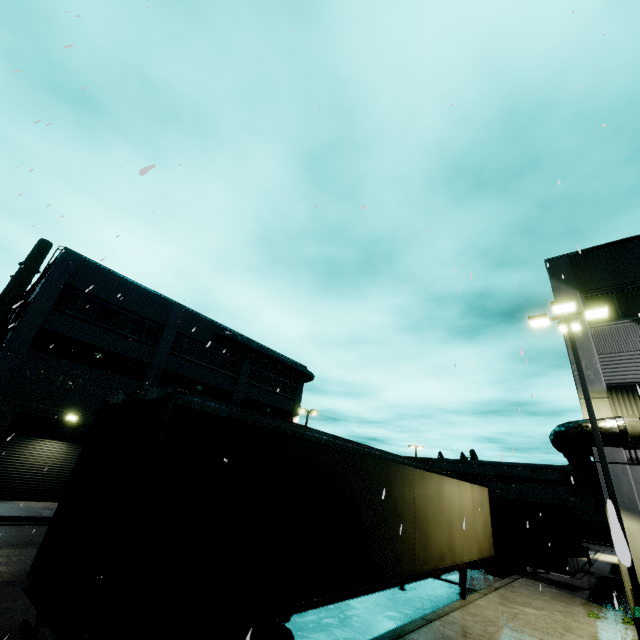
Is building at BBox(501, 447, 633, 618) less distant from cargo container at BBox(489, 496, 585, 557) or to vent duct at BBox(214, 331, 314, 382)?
vent duct at BBox(214, 331, 314, 382)

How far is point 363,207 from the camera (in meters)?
2.90

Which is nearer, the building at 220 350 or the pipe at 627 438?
the pipe at 627 438

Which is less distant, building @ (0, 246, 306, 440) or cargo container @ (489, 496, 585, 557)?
cargo container @ (489, 496, 585, 557)

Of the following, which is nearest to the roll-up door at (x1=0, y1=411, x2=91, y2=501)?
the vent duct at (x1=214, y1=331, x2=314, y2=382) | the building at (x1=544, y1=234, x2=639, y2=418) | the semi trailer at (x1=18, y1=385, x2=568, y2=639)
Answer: the building at (x1=544, y1=234, x2=639, y2=418)

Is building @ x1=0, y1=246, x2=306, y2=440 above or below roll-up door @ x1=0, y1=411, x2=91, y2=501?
above

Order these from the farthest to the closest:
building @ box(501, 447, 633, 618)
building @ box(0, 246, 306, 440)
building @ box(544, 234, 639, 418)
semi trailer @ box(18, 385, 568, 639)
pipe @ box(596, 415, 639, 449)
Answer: building @ box(0, 246, 306, 440) → building @ box(544, 234, 639, 418) → pipe @ box(596, 415, 639, 449) → building @ box(501, 447, 633, 618) → semi trailer @ box(18, 385, 568, 639)

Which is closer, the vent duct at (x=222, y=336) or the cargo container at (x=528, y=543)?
the cargo container at (x=528, y=543)
